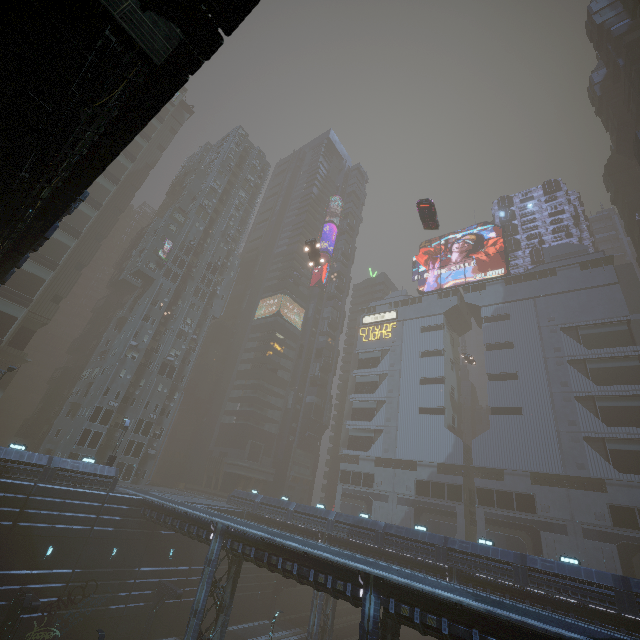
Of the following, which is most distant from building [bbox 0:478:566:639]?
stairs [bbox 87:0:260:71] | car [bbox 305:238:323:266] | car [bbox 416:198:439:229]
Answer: stairs [bbox 87:0:260:71]

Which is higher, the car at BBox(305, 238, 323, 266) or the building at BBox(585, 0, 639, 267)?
the building at BBox(585, 0, 639, 267)

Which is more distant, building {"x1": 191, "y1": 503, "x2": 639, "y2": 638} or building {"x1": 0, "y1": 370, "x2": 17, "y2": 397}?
building {"x1": 0, "y1": 370, "x2": 17, "y2": 397}

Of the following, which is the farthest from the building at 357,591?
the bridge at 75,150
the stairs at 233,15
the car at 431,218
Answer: Answer: the stairs at 233,15

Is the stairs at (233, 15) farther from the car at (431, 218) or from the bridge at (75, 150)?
the car at (431, 218)

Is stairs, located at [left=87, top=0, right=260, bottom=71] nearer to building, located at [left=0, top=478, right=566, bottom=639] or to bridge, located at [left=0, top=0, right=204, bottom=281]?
bridge, located at [left=0, top=0, right=204, bottom=281]

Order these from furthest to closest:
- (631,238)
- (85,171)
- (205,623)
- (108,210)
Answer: (631,238) < (108,210) < (205,623) < (85,171)

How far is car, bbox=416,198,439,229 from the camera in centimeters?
3312cm
